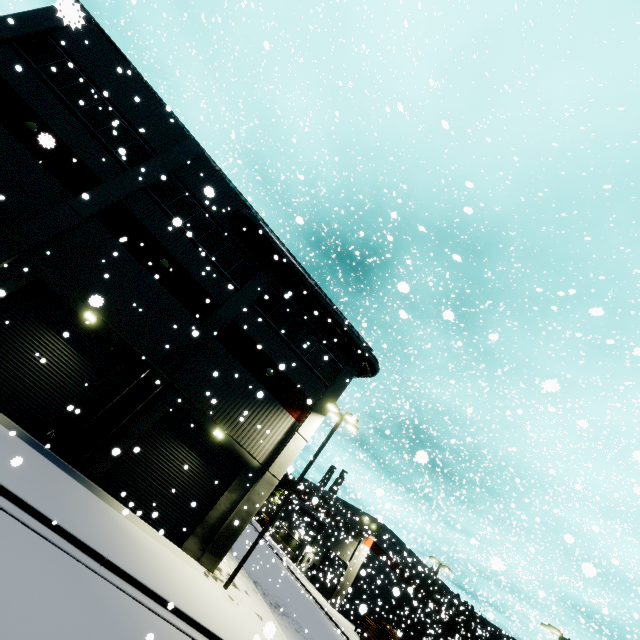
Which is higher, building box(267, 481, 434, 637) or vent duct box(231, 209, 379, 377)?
vent duct box(231, 209, 379, 377)

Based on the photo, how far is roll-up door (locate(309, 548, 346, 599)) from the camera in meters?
34.3 m

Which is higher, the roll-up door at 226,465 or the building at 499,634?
the building at 499,634

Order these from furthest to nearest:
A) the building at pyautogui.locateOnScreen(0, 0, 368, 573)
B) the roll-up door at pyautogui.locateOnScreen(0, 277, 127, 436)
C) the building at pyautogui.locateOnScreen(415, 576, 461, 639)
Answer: the building at pyautogui.locateOnScreen(415, 576, 461, 639), the building at pyautogui.locateOnScreen(0, 0, 368, 573), the roll-up door at pyautogui.locateOnScreen(0, 277, 127, 436)

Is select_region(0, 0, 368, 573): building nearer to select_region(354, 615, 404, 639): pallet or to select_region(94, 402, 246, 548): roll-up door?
select_region(94, 402, 246, 548): roll-up door

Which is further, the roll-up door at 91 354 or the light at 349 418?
the light at 349 418

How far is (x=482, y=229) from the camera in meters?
17.3

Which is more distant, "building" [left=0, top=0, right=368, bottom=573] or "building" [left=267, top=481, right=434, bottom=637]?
"building" [left=267, top=481, right=434, bottom=637]
